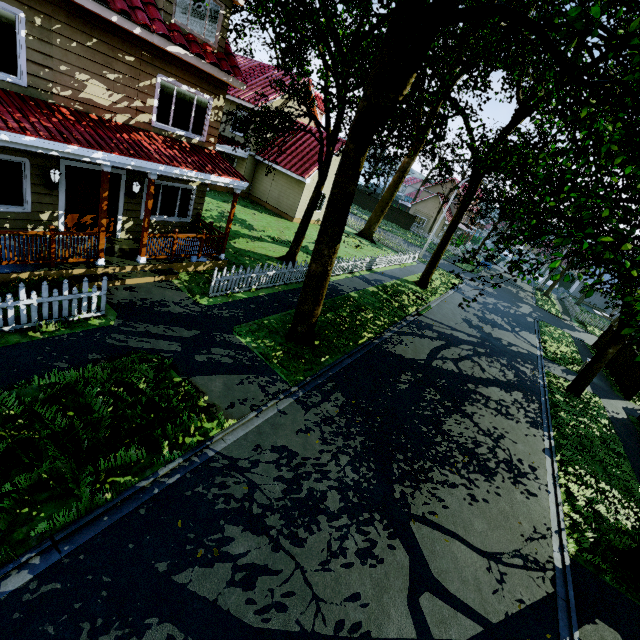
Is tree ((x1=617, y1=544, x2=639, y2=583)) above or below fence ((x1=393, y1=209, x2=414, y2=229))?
below

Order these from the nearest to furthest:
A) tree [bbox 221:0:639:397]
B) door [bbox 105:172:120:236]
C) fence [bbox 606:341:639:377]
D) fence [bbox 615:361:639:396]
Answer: tree [bbox 221:0:639:397]
door [bbox 105:172:120:236]
fence [bbox 615:361:639:396]
fence [bbox 606:341:639:377]

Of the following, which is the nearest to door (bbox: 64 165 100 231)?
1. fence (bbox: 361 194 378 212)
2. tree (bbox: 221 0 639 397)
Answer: fence (bbox: 361 194 378 212)

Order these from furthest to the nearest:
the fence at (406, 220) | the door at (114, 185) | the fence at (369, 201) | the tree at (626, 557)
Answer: the fence at (369, 201)
the fence at (406, 220)
the door at (114, 185)
the tree at (626, 557)

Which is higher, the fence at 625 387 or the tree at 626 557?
the fence at 625 387

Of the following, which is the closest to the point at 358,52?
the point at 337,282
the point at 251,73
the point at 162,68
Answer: the point at 162,68

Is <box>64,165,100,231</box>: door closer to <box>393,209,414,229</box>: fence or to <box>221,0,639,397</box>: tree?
<box>393,209,414,229</box>: fence
